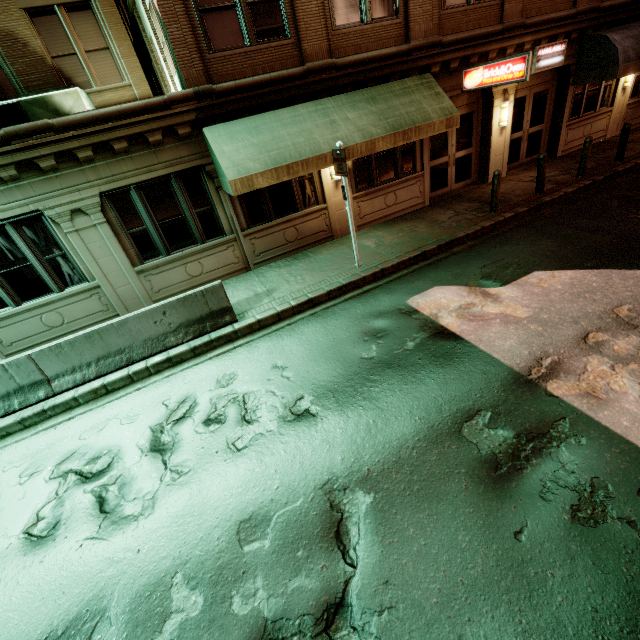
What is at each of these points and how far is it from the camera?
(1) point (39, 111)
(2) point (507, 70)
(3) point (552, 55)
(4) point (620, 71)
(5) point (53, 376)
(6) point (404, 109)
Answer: (1) air conditioner, 10.02m
(2) sign, 9.09m
(3) sign, 11.37m
(4) awning, 11.12m
(5) barrier, 6.71m
(6) awning, 9.02m

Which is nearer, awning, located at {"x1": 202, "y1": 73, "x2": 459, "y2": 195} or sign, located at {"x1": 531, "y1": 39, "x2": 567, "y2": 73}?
awning, located at {"x1": 202, "y1": 73, "x2": 459, "y2": 195}

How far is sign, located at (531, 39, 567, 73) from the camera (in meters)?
11.11

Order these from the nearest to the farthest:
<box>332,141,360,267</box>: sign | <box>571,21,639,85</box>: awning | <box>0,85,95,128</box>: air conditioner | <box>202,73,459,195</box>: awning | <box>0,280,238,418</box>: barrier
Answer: <box>0,280,238,418</box>: barrier, <box>332,141,360,267</box>: sign, <box>202,73,459,195</box>: awning, <box>0,85,95,128</box>: air conditioner, <box>571,21,639,85</box>: awning

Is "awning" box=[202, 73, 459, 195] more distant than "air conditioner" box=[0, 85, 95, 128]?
No

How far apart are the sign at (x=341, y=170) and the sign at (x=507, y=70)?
5.9m

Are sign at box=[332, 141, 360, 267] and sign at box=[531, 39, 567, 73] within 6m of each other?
no

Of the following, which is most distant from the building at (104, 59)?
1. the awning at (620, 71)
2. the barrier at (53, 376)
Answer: the barrier at (53, 376)
